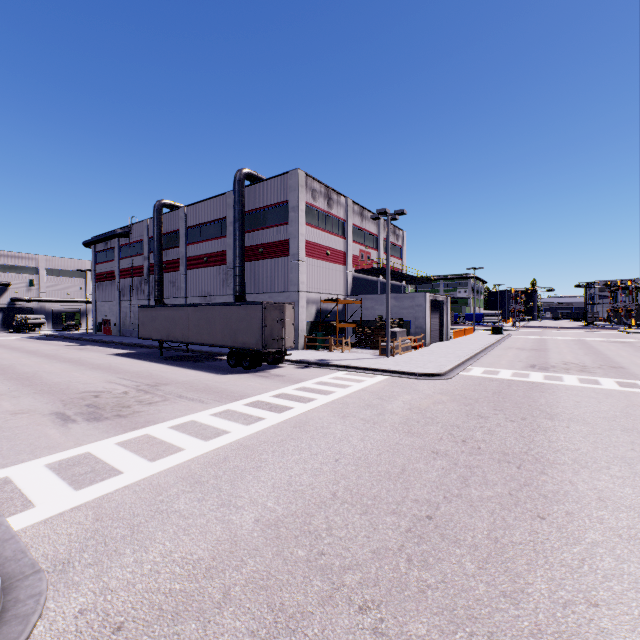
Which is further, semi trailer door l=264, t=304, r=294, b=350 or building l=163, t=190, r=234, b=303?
building l=163, t=190, r=234, b=303

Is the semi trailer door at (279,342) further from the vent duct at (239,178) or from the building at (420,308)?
the vent duct at (239,178)

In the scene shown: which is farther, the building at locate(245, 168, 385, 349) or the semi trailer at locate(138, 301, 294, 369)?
the building at locate(245, 168, 385, 349)

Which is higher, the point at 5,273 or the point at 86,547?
Result: the point at 5,273

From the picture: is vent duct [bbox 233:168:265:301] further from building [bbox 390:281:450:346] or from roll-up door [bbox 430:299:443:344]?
roll-up door [bbox 430:299:443:344]

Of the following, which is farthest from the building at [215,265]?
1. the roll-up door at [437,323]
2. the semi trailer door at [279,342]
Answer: the semi trailer door at [279,342]

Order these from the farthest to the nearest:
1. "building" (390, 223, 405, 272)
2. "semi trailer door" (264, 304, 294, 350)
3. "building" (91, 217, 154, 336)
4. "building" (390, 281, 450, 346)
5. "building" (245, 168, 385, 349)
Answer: "building" (390, 223, 405, 272) → "building" (91, 217, 154, 336) → "building" (390, 281, 450, 346) → "building" (245, 168, 385, 349) → "semi trailer door" (264, 304, 294, 350)
